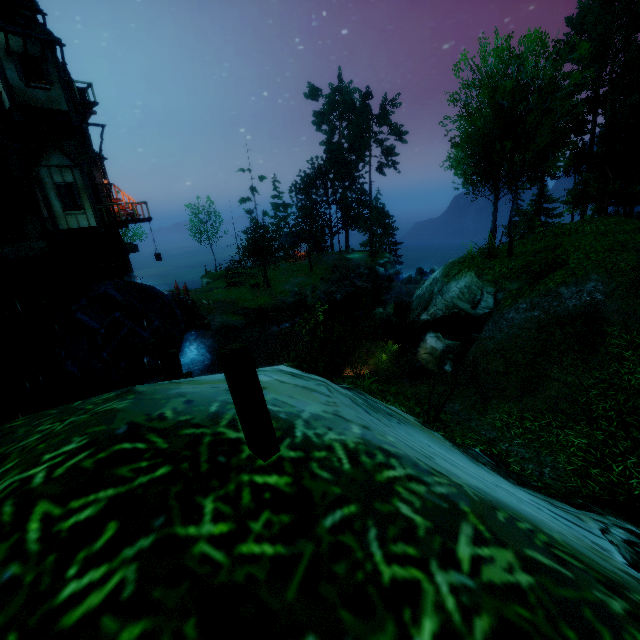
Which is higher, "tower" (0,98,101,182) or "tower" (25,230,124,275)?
"tower" (0,98,101,182)

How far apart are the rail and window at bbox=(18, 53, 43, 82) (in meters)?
21.75

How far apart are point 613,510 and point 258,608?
5.8m

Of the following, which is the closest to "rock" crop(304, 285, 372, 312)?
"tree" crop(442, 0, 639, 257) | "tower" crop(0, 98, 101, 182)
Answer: "tree" crop(442, 0, 639, 257)

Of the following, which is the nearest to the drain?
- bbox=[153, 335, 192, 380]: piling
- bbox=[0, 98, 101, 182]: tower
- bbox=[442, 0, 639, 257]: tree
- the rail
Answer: bbox=[0, 98, 101, 182]: tower

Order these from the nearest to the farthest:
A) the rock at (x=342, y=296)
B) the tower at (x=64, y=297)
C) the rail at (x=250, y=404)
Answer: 1. the rail at (x=250, y=404)
2. the tower at (x=64, y=297)
3. the rock at (x=342, y=296)

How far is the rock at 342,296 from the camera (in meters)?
32.78

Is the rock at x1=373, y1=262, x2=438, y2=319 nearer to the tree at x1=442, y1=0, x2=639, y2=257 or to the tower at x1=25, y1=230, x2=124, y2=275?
the tree at x1=442, y1=0, x2=639, y2=257
